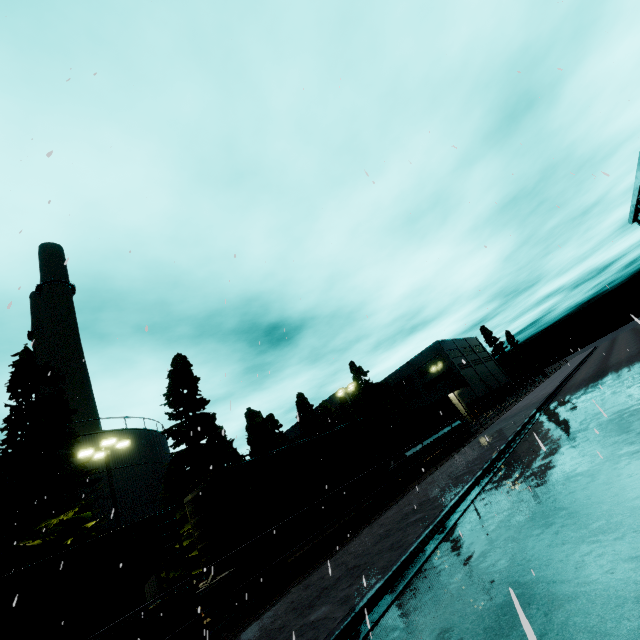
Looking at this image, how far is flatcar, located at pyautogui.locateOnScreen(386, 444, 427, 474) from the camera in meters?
20.7 m

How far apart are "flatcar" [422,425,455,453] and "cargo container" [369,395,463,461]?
0.0 meters

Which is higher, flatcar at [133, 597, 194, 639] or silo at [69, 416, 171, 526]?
silo at [69, 416, 171, 526]

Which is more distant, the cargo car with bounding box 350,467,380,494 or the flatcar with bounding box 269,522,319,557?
the cargo car with bounding box 350,467,380,494

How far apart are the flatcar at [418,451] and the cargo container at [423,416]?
0.0 meters

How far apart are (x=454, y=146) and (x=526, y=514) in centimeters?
840cm

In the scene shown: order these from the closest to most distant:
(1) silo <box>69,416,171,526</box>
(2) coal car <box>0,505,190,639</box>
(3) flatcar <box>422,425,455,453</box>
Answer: (2) coal car <box>0,505,190,639</box> < (1) silo <box>69,416,171,526</box> < (3) flatcar <box>422,425,455,453</box>

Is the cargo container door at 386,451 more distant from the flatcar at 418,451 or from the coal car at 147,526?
the coal car at 147,526
